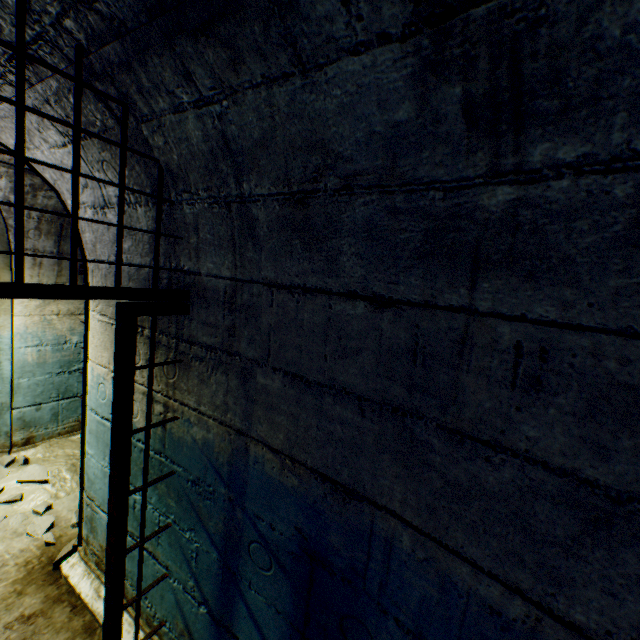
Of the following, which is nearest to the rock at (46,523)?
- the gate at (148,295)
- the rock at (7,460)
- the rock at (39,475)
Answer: the rock at (39,475)

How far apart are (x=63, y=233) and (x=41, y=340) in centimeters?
117cm

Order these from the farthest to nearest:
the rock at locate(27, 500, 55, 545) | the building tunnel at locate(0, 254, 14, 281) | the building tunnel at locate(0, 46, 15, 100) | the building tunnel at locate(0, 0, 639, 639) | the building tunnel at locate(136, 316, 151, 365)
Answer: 1. the building tunnel at locate(0, 254, 14, 281)
2. the rock at locate(27, 500, 55, 545)
3. the building tunnel at locate(136, 316, 151, 365)
4. the building tunnel at locate(0, 46, 15, 100)
5. the building tunnel at locate(0, 0, 639, 639)

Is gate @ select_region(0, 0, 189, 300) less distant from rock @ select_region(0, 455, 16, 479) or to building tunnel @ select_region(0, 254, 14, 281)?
building tunnel @ select_region(0, 254, 14, 281)

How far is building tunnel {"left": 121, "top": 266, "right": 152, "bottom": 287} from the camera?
1.73m

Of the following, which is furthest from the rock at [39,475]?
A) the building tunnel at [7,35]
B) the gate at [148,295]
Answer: the gate at [148,295]

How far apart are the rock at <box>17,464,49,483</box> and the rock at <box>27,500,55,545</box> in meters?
0.2
